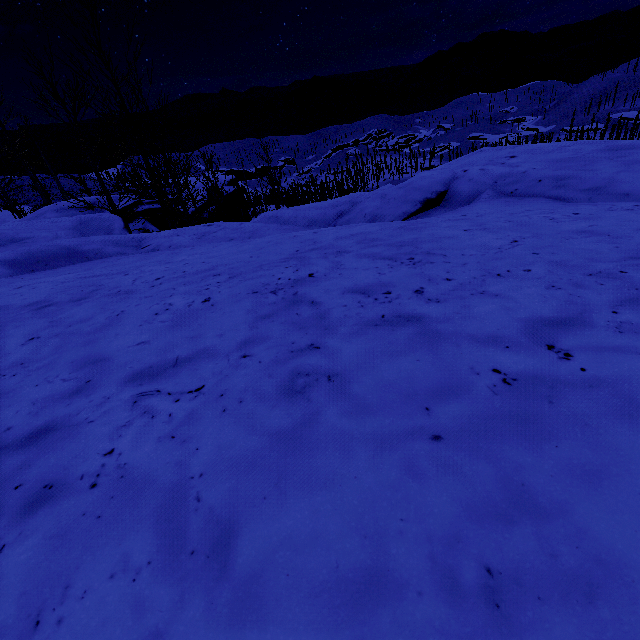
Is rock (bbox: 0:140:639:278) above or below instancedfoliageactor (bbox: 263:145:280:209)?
above

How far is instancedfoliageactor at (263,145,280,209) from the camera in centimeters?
2395cm

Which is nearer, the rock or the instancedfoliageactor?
the rock

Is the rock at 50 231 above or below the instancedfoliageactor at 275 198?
above

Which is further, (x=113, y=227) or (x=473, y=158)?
(x=113, y=227)

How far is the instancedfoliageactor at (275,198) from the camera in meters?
24.0 m
